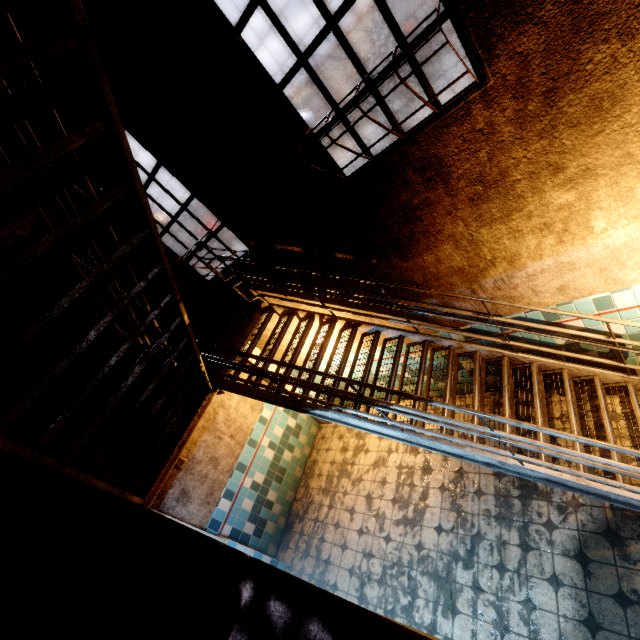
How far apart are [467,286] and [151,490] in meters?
4.1
